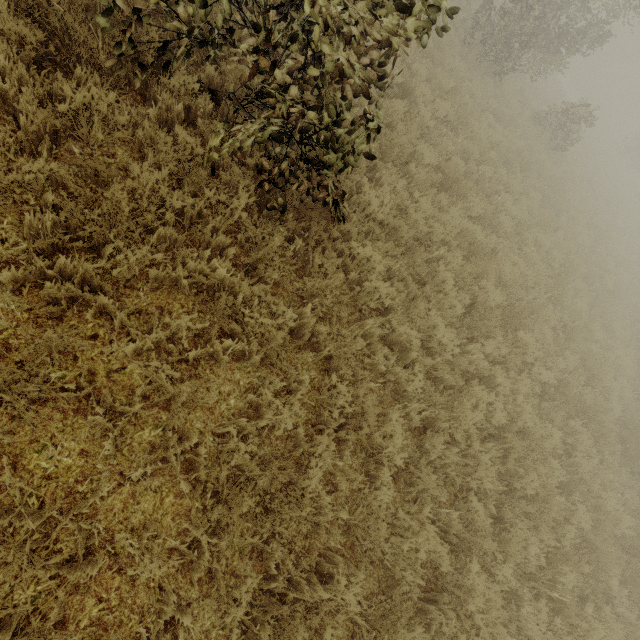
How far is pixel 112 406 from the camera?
2.71m
